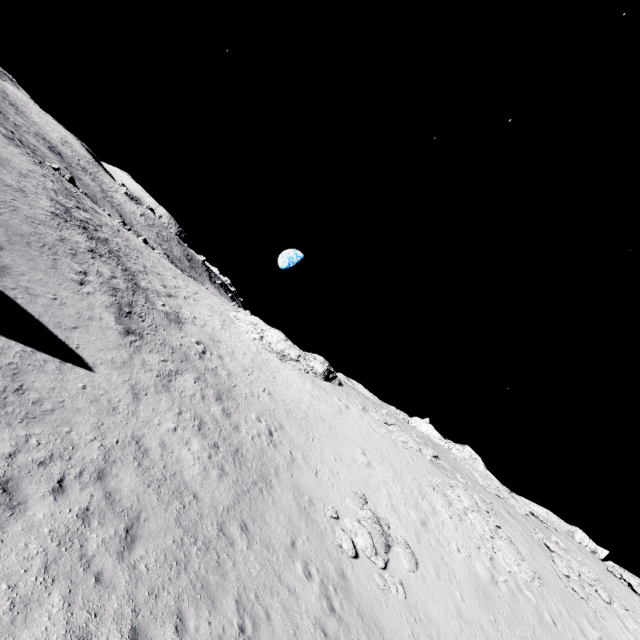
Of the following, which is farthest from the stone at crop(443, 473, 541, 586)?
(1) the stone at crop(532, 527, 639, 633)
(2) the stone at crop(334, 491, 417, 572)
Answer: (2) the stone at crop(334, 491, 417, 572)

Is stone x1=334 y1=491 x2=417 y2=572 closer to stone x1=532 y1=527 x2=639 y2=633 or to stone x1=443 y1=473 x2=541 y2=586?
stone x1=443 y1=473 x2=541 y2=586

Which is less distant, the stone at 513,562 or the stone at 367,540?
the stone at 367,540

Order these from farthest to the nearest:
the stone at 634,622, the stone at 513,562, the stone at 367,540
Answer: the stone at 634,622 → the stone at 513,562 → the stone at 367,540

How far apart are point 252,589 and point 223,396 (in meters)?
10.58

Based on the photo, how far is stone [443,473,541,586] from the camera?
20.16m

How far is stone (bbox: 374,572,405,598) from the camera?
13.27m
